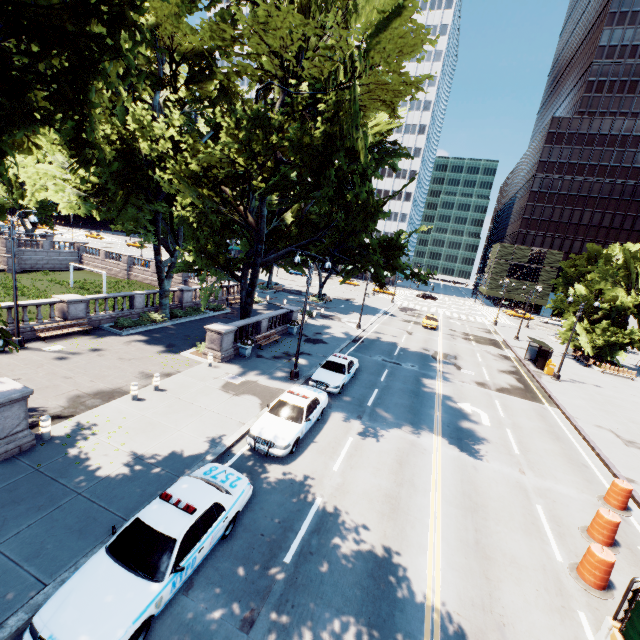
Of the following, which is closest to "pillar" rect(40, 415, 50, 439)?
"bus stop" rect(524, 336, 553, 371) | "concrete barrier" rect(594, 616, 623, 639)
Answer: "concrete barrier" rect(594, 616, 623, 639)

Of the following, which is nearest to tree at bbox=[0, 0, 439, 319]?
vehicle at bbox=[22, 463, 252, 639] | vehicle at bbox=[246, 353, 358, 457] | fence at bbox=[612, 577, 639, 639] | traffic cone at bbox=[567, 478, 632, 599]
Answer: vehicle at bbox=[22, 463, 252, 639]

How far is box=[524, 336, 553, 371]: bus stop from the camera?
29.89m

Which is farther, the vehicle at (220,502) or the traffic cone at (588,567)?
the traffic cone at (588,567)

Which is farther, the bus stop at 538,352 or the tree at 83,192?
the bus stop at 538,352

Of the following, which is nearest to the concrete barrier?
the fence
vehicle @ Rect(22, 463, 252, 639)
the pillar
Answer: the fence

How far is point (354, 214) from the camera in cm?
1694

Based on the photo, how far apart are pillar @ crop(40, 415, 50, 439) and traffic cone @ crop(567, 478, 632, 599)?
18.89m
